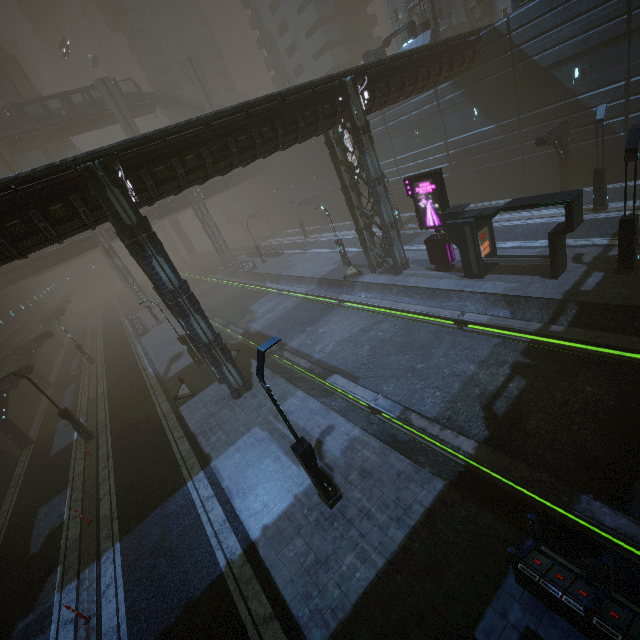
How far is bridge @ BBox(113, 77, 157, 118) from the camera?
49.9 meters

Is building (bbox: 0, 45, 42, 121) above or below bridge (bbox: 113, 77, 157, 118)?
above

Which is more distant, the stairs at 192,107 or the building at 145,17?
the building at 145,17

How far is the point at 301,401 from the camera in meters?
14.8 m

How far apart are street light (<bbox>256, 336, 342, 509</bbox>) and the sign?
14.21m

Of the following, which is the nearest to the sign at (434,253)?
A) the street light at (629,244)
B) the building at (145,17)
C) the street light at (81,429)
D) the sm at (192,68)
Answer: the street light at (629,244)

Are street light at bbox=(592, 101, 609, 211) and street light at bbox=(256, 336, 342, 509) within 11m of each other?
no

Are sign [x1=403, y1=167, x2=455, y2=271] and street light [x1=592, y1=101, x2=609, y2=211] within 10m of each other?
yes
